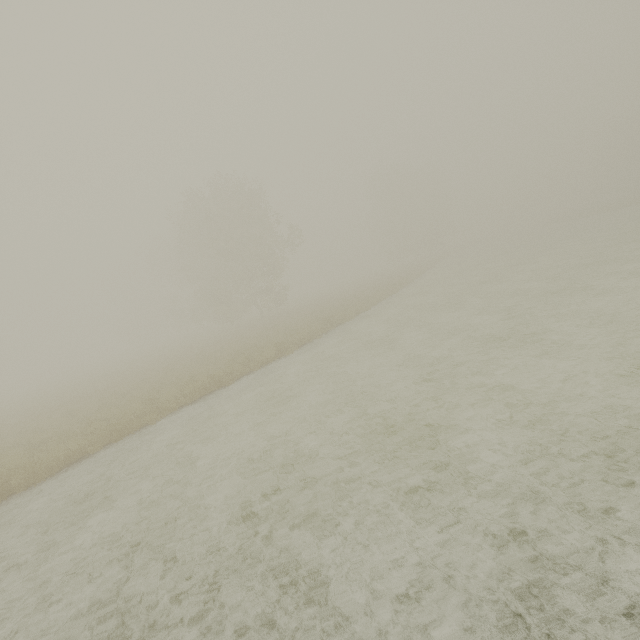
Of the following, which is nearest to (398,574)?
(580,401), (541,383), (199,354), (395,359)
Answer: (580,401)
